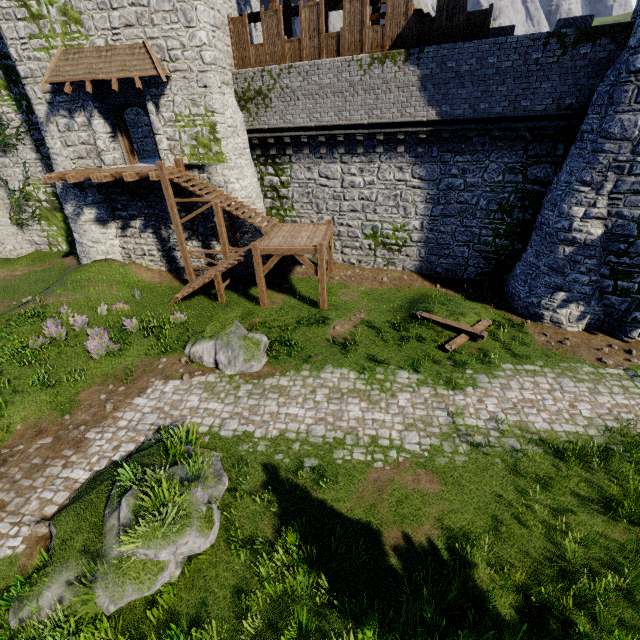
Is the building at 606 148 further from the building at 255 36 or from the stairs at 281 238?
the building at 255 36

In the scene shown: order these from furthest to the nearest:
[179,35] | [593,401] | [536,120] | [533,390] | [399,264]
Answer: [399,264]
[179,35]
[536,120]
[533,390]
[593,401]

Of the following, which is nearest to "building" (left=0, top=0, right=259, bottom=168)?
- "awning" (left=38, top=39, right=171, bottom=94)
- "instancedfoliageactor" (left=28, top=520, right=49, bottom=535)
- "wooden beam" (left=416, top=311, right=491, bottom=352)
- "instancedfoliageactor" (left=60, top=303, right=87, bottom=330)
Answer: "awning" (left=38, top=39, right=171, bottom=94)

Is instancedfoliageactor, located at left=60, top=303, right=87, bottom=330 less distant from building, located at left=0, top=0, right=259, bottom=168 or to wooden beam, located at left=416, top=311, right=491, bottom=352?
building, located at left=0, top=0, right=259, bottom=168

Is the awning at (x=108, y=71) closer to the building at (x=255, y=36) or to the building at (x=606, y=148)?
the building at (x=255, y=36)

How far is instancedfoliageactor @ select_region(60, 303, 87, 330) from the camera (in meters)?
14.04

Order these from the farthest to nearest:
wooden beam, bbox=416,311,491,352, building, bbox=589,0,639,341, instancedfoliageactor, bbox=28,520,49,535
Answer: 1. wooden beam, bbox=416,311,491,352
2. building, bbox=589,0,639,341
3. instancedfoliageactor, bbox=28,520,49,535

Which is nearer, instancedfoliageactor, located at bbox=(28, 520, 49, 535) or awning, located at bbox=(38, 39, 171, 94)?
instancedfoliageactor, located at bbox=(28, 520, 49, 535)
